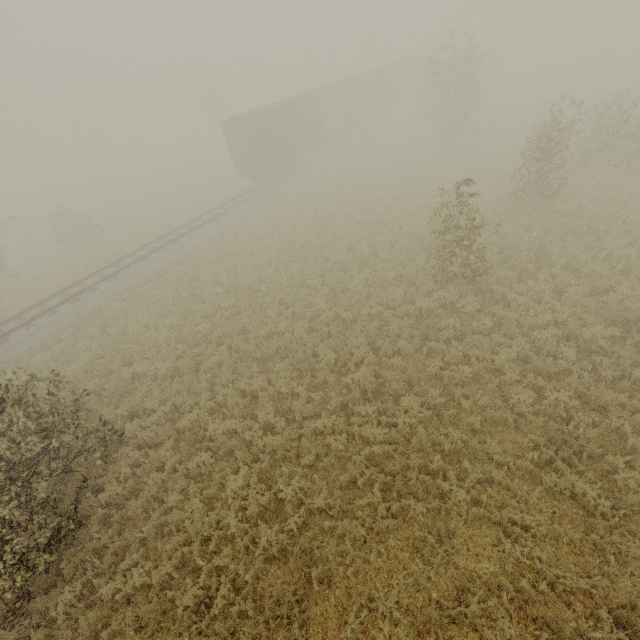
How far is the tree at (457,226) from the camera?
9.32m

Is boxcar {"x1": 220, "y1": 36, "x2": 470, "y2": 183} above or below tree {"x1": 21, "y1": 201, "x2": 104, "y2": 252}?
above

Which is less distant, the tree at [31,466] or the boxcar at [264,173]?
the tree at [31,466]

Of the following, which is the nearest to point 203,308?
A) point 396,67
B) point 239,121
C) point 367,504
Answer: point 367,504

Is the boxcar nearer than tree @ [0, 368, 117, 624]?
No

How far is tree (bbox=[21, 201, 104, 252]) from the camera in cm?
2331

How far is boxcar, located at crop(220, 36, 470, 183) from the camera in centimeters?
2253cm
